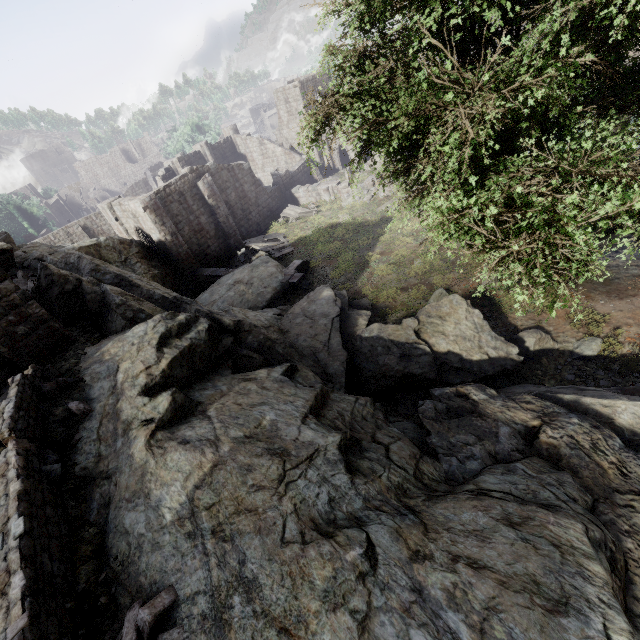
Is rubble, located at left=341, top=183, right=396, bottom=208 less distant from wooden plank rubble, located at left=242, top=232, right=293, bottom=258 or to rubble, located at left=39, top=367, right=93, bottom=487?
wooden plank rubble, located at left=242, top=232, right=293, bottom=258

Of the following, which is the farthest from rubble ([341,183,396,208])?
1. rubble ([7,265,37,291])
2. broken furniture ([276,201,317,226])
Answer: rubble ([7,265,37,291])

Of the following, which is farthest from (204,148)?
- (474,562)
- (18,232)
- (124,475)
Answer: (18,232)

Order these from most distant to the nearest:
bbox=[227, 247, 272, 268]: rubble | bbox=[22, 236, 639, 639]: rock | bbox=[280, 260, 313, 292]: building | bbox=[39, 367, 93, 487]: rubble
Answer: bbox=[227, 247, 272, 268]: rubble → bbox=[280, 260, 313, 292]: building → bbox=[39, 367, 93, 487]: rubble → bbox=[22, 236, 639, 639]: rock

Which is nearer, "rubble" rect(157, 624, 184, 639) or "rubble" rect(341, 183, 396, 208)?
"rubble" rect(157, 624, 184, 639)

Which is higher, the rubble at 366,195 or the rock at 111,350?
the rock at 111,350

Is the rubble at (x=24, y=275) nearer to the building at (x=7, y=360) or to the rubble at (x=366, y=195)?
the building at (x=7, y=360)

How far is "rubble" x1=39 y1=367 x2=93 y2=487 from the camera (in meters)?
5.47
